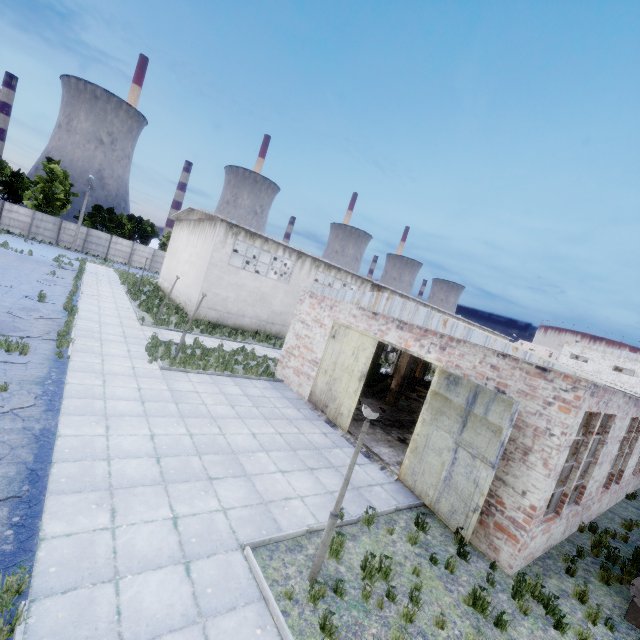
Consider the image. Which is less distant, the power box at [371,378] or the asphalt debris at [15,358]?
the asphalt debris at [15,358]

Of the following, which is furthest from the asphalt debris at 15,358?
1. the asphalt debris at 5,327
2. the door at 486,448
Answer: the door at 486,448

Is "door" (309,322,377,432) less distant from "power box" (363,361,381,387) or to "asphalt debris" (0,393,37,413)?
"power box" (363,361,381,387)

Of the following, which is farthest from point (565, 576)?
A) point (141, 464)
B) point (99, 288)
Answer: point (99, 288)

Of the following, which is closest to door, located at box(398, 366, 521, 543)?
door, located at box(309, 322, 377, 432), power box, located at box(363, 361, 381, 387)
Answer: door, located at box(309, 322, 377, 432)

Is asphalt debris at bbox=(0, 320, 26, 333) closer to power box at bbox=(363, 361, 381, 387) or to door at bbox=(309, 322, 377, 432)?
door at bbox=(309, 322, 377, 432)

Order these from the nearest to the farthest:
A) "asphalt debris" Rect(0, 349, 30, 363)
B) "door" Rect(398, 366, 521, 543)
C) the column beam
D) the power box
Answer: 1. "door" Rect(398, 366, 521, 543)
2. "asphalt debris" Rect(0, 349, 30, 363)
3. the column beam
4. the power box

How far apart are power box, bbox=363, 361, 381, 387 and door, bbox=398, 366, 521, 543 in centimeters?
1056cm
